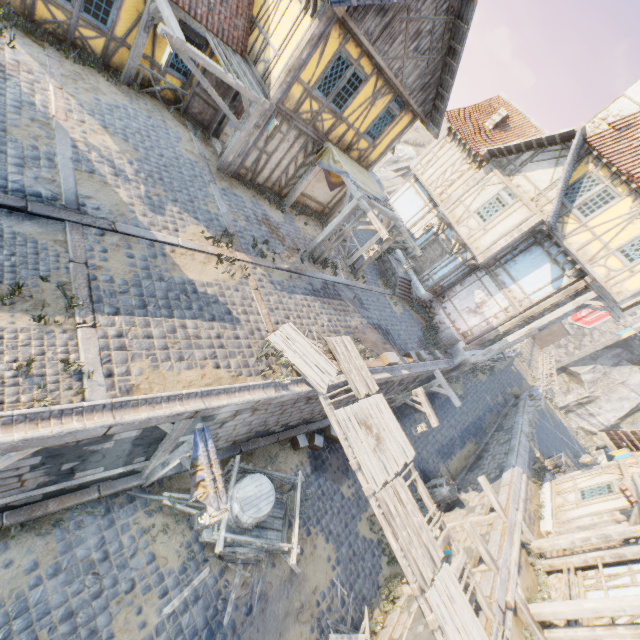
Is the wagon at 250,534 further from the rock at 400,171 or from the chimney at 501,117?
the rock at 400,171

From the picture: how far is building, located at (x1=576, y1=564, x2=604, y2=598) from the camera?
9.46m

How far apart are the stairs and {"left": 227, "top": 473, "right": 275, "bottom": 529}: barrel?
11.5 meters

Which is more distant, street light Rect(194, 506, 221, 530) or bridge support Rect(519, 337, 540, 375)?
bridge support Rect(519, 337, 540, 375)

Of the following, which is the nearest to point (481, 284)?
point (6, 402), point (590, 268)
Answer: point (590, 268)

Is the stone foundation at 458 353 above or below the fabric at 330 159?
below

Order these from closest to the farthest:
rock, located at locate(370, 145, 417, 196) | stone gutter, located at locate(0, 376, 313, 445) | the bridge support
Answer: stone gutter, located at locate(0, 376, 313, 445)
the bridge support
rock, located at locate(370, 145, 417, 196)

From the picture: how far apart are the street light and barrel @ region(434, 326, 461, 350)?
13.4m
